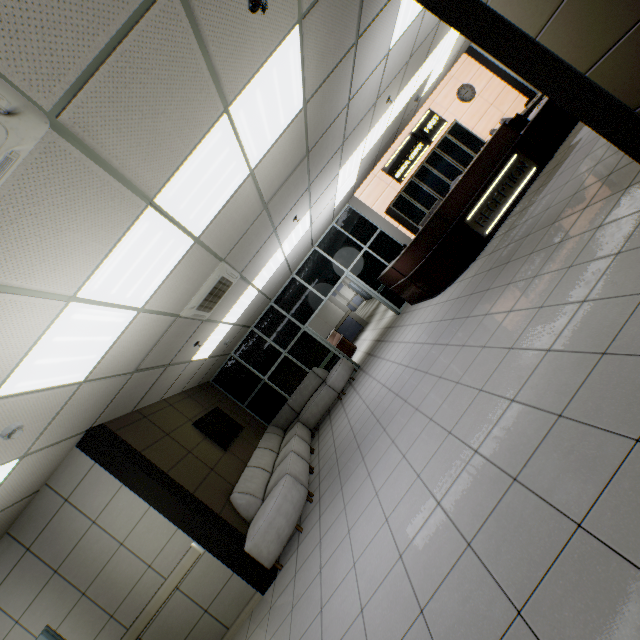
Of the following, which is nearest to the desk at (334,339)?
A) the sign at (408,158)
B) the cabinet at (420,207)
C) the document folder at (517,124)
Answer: the cabinet at (420,207)

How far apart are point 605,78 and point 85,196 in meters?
4.0

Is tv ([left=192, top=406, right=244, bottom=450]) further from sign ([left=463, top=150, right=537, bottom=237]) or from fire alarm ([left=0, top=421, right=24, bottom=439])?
sign ([left=463, top=150, right=537, bottom=237])

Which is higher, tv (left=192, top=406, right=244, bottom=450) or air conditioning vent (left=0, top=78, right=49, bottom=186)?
air conditioning vent (left=0, top=78, right=49, bottom=186)

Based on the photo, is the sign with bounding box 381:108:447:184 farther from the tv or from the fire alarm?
the fire alarm

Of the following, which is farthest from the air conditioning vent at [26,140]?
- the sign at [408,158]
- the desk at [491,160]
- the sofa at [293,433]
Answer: the sign at [408,158]

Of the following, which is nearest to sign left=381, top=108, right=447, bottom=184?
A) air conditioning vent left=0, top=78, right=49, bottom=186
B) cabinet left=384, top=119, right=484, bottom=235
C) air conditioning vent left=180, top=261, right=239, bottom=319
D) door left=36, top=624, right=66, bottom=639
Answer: cabinet left=384, top=119, right=484, bottom=235

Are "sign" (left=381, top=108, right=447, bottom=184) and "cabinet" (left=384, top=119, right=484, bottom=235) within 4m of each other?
yes
